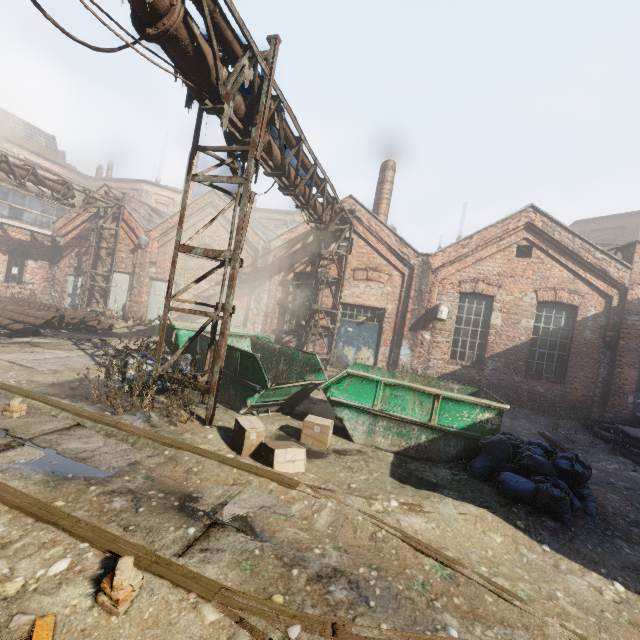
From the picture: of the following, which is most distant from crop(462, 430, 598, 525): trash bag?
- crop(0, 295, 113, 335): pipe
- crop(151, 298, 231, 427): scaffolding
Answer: crop(0, 295, 113, 335): pipe

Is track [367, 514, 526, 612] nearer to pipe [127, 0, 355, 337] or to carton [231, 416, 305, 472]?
carton [231, 416, 305, 472]

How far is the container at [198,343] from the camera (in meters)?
8.31

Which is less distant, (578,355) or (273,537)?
(273,537)

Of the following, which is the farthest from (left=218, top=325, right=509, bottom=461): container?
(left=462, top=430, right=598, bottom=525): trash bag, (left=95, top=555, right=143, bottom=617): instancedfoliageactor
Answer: (left=95, top=555, right=143, bottom=617): instancedfoliageactor

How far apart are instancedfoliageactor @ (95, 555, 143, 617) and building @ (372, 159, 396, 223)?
15.1m

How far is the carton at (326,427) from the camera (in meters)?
5.82

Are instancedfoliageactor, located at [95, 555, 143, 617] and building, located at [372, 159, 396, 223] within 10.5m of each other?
no
